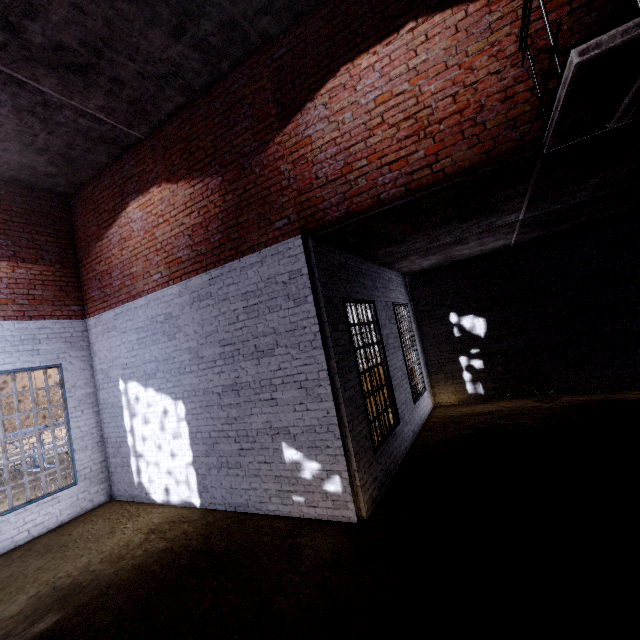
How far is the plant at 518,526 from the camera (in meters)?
3.09

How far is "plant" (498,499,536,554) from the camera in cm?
309

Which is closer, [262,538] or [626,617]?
[626,617]
